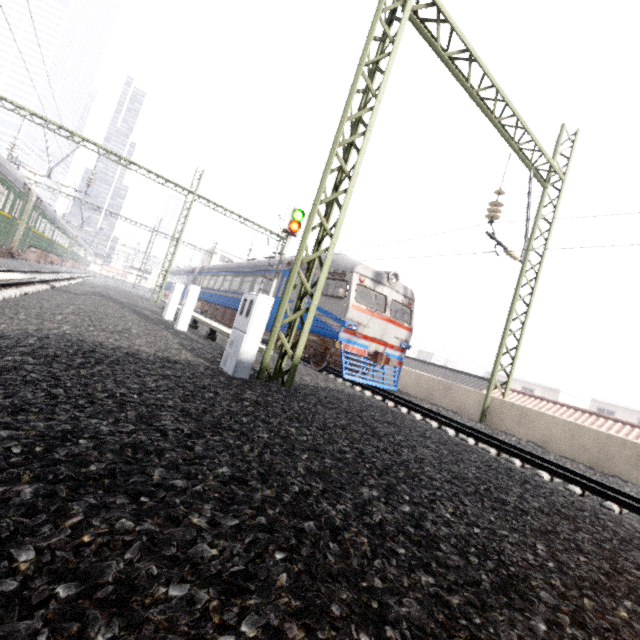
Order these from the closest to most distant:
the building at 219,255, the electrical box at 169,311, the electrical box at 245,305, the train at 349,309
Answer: the electrical box at 245,305
the train at 349,309
the electrical box at 169,311
the building at 219,255

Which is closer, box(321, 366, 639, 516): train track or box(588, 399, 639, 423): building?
box(321, 366, 639, 516): train track

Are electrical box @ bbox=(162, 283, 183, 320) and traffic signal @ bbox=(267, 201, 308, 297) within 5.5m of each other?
yes

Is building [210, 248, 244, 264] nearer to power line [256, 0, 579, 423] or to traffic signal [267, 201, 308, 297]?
traffic signal [267, 201, 308, 297]

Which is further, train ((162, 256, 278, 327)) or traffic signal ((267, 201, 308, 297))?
train ((162, 256, 278, 327))

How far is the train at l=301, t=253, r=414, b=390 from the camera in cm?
1074

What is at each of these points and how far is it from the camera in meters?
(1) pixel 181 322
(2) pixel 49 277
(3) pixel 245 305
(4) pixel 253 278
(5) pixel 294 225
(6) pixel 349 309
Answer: (1) electrical box, 9.9 m
(2) train track, 16.9 m
(3) electrical box, 5.7 m
(4) train, 17.3 m
(5) traffic signal, 12.9 m
(6) train, 10.6 m

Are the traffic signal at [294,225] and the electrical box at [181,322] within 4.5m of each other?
yes
